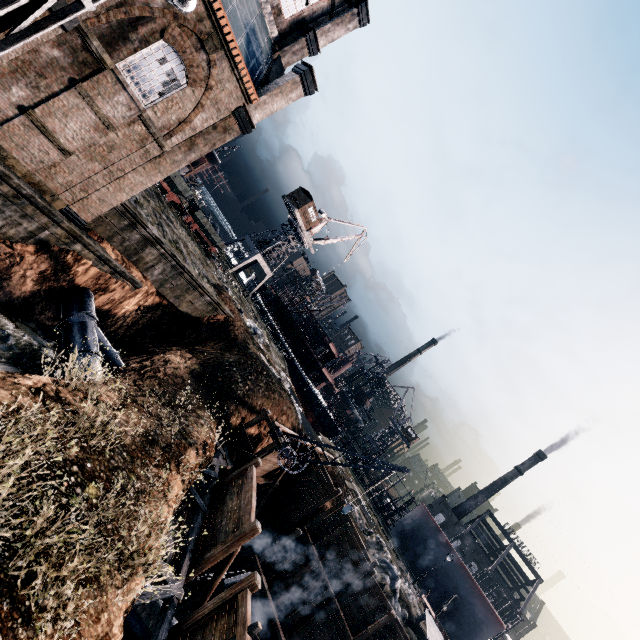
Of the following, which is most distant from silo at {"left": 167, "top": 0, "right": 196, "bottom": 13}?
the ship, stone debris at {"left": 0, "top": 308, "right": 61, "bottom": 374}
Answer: the ship

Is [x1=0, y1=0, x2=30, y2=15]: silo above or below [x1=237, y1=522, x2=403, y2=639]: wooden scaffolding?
above

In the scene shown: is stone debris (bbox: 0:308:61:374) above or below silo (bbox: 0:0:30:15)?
below

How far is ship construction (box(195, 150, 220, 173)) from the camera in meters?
50.1 m

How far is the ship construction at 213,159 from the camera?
50.12m

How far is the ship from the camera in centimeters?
5325cm

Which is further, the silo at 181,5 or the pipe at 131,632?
the silo at 181,5

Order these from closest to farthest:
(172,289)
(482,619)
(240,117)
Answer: (240,117)
(172,289)
(482,619)
